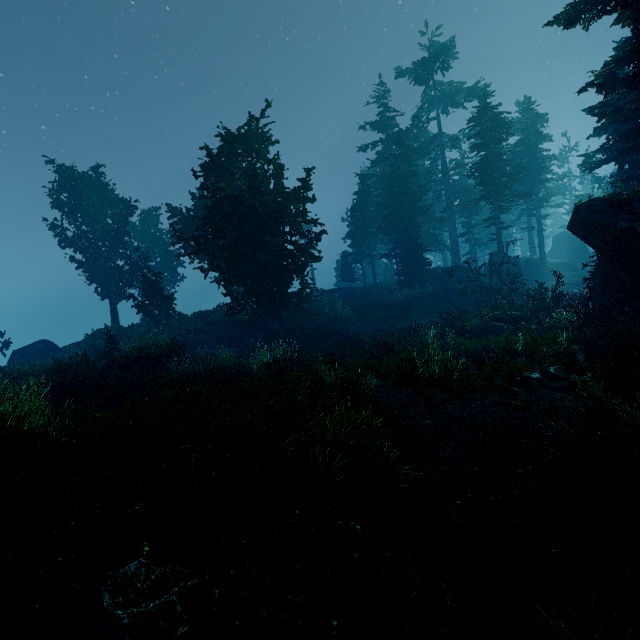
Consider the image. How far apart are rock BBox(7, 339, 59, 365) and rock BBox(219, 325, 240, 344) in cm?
1523

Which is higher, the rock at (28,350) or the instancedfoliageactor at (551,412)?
the rock at (28,350)

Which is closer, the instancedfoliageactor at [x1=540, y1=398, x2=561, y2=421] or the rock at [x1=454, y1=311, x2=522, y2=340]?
the instancedfoliageactor at [x1=540, y1=398, x2=561, y2=421]

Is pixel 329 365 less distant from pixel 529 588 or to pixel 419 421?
pixel 419 421

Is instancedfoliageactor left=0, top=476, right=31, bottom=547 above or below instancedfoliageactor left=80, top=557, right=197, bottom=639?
above

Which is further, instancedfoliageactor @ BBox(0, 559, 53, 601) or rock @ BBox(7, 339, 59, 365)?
rock @ BBox(7, 339, 59, 365)

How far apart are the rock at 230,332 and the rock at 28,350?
15.23m

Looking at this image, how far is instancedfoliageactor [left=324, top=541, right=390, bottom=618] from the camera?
2.4m
